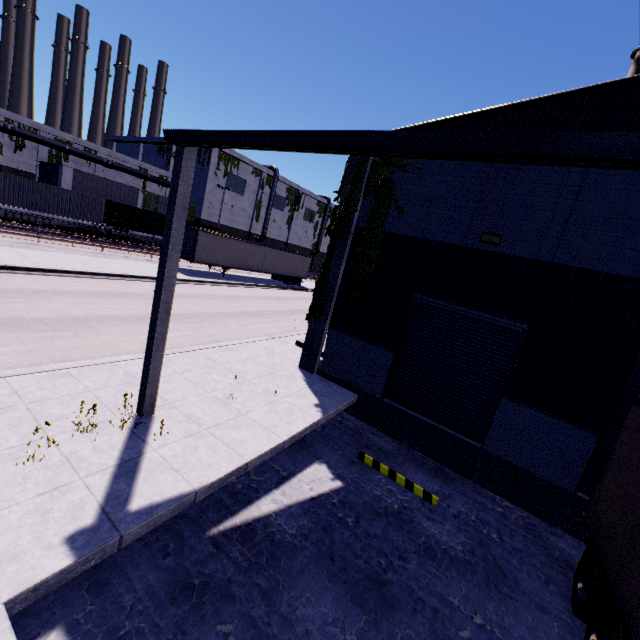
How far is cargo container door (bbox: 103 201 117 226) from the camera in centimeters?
3146cm

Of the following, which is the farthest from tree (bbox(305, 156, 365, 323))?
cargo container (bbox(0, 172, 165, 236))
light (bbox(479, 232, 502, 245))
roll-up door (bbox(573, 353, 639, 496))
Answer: roll-up door (bbox(573, 353, 639, 496))

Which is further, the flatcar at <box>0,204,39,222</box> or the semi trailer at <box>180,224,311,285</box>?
the semi trailer at <box>180,224,311,285</box>

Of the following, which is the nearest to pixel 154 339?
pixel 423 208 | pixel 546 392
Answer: pixel 423 208

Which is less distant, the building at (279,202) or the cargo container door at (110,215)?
the cargo container door at (110,215)

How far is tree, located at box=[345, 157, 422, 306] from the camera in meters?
9.6

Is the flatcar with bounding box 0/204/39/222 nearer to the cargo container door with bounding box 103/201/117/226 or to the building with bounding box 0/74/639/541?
the cargo container door with bounding box 103/201/117/226

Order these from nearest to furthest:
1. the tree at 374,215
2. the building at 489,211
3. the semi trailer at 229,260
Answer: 1. the building at 489,211
2. the tree at 374,215
3. the semi trailer at 229,260
